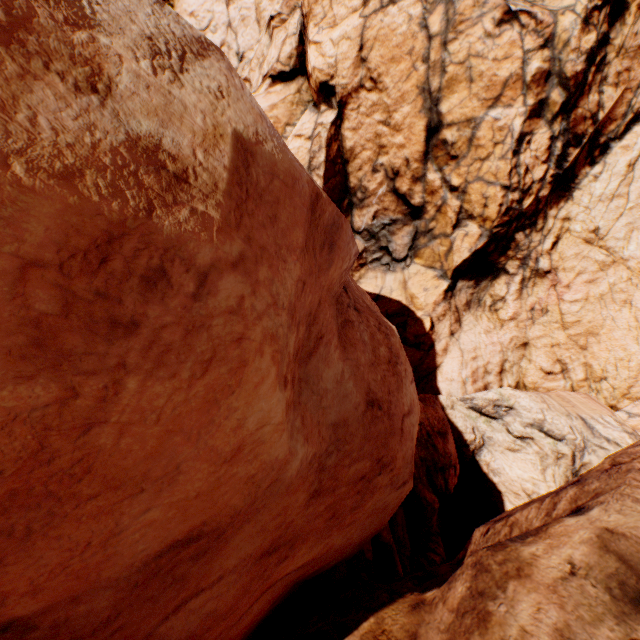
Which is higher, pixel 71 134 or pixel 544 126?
pixel 544 126
